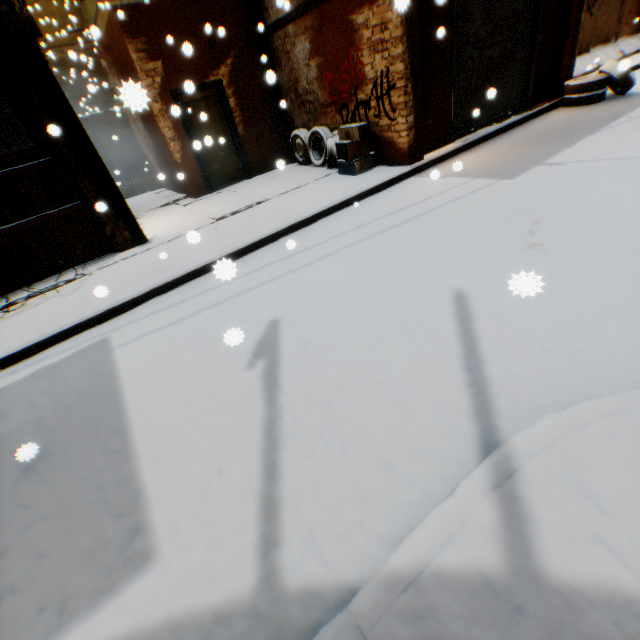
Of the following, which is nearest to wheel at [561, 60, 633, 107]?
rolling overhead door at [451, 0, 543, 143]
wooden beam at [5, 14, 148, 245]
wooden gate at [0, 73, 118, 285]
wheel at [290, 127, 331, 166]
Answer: rolling overhead door at [451, 0, 543, 143]

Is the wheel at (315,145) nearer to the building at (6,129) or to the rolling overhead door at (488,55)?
the building at (6,129)

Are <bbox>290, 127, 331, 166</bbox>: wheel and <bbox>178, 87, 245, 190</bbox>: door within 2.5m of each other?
yes

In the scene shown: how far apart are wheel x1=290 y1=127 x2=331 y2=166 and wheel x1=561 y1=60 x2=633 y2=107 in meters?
6.6

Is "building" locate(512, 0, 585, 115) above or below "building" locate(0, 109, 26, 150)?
below

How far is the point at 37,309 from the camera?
5.2 meters

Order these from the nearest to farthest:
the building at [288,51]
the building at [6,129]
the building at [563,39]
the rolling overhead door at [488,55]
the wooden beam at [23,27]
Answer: the wooden beam at [23,27]
the building at [288,51]
the rolling overhead door at [488,55]
the building at [563,39]
the building at [6,129]

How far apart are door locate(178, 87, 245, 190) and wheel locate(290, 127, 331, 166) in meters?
0.4 m
